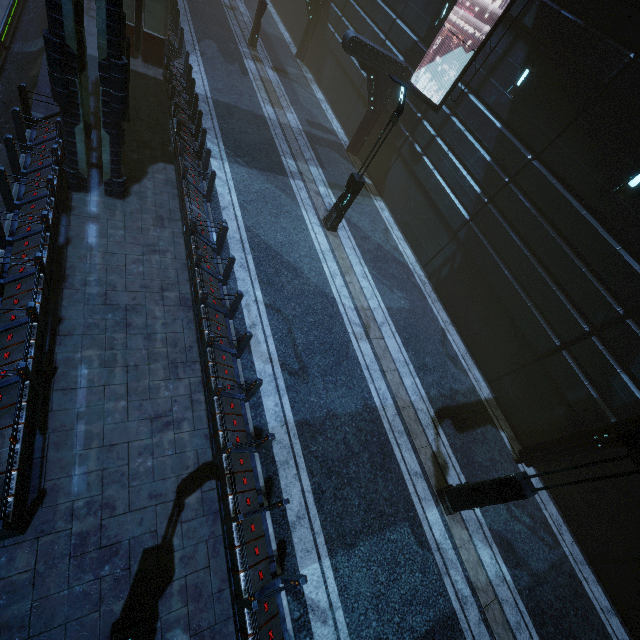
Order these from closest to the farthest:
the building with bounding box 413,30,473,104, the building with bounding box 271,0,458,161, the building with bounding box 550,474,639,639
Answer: the building with bounding box 550,474,639,639 < the building with bounding box 413,30,473,104 < the building with bounding box 271,0,458,161

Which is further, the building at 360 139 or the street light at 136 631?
the building at 360 139

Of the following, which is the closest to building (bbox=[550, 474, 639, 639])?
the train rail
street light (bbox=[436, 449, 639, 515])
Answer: the train rail

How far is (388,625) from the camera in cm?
666

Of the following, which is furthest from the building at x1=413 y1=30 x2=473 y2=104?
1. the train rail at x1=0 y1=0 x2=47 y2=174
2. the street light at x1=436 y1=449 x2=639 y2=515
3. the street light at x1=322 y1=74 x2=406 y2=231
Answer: the street light at x1=322 y1=74 x2=406 y2=231

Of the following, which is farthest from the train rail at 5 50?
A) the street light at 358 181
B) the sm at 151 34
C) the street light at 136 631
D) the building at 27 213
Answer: the street light at 358 181

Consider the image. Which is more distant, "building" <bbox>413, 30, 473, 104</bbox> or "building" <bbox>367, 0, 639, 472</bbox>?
"building" <bbox>413, 30, 473, 104</bbox>

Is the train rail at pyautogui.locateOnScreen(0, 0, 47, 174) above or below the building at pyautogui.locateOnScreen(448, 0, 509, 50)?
below
